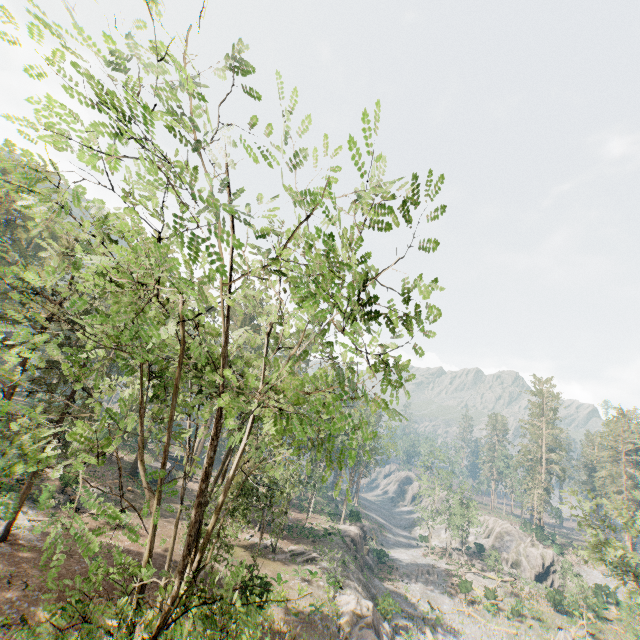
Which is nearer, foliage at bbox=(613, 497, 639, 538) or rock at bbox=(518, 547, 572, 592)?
foliage at bbox=(613, 497, 639, 538)

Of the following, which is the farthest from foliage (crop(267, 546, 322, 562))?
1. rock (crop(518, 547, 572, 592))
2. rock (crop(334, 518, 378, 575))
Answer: rock (crop(518, 547, 572, 592))

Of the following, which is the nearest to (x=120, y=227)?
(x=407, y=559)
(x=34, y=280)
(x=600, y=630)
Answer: (x=34, y=280)

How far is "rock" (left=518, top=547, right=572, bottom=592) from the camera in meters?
55.5 m

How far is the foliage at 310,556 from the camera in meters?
32.3 m

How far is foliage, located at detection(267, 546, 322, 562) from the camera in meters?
32.3

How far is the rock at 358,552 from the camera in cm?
4312
